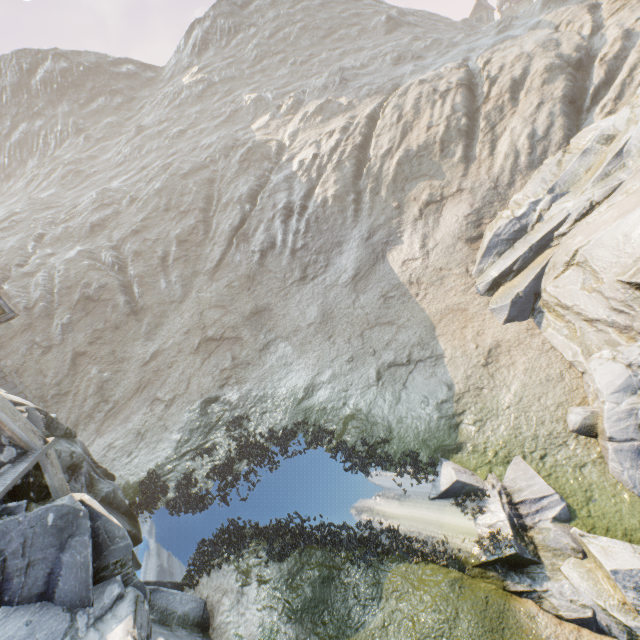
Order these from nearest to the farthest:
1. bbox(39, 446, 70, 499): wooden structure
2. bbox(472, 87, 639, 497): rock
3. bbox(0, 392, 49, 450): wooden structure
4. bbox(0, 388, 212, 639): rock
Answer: bbox(0, 388, 212, 639): rock
bbox(0, 392, 49, 450): wooden structure
bbox(39, 446, 70, 499): wooden structure
bbox(472, 87, 639, 497): rock

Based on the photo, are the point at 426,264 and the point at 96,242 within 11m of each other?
no

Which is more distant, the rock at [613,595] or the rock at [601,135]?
the rock at [601,135]

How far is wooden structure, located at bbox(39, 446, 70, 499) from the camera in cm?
816

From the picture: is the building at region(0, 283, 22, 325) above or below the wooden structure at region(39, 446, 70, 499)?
above

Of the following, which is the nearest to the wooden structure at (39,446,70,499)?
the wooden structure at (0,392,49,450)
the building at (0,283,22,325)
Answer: the wooden structure at (0,392,49,450)

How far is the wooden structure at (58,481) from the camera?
8.16m

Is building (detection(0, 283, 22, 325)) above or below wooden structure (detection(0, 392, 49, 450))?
above
